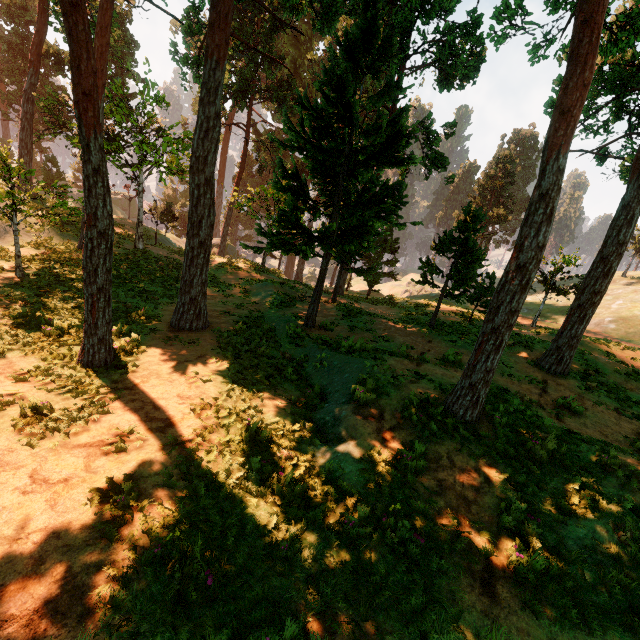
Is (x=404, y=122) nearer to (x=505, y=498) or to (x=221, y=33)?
(x=221, y=33)

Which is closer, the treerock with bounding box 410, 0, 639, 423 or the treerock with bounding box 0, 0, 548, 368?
the treerock with bounding box 410, 0, 639, 423

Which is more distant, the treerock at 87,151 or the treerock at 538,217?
the treerock at 87,151
